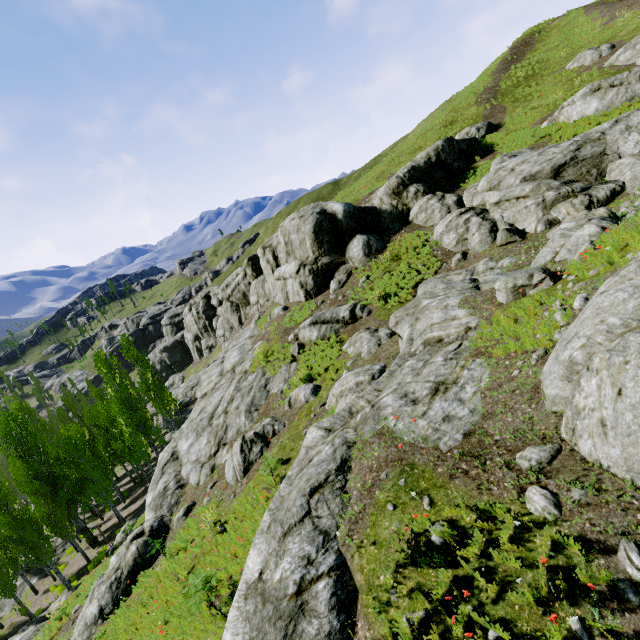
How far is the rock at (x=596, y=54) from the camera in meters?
26.1

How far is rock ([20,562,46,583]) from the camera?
29.2m

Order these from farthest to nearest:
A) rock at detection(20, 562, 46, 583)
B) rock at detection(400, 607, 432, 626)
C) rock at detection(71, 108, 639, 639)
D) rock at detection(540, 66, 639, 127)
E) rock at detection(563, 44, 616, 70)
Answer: rock at detection(20, 562, 46, 583) → rock at detection(563, 44, 616, 70) → rock at detection(540, 66, 639, 127) → rock at detection(71, 108, 639, 639) → rock at detection(400, 607, 432, 626)

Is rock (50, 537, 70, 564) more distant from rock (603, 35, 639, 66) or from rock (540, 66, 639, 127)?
rock (603, 35, 639, 66)

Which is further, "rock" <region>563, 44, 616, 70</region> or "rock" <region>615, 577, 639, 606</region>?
"rock" <region>563, 44, 616, 70</region>

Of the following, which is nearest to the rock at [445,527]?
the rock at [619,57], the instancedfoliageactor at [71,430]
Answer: the instancedfoliageactor at [71,430]

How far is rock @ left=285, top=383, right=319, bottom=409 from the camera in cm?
1591

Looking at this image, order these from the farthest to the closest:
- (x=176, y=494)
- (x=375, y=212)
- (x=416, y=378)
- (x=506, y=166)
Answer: (x=375, y=212), (x=506, y=166), (x=176, y=494), (x=416, y=378)
